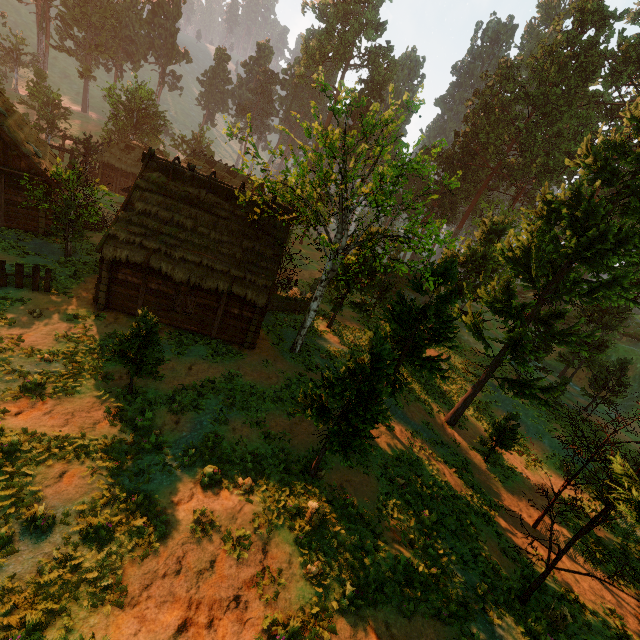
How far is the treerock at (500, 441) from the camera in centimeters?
1833cm

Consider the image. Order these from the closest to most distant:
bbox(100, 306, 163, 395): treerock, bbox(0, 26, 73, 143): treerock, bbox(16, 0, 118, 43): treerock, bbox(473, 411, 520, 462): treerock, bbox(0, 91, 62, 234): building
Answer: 1. bbox(100, 306, 163, 395): treerock
2. bbox(473, 411, 520, 462): treerock
3. bbox(0, 91, 62, 234): building
4. bbox(0, 26, 73, 143): treerock
5. bbox(16, 0, 118, 43): treerock

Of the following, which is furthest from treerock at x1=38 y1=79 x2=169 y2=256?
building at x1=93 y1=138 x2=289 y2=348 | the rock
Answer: building at x1=93 y1=138 x2=289 y2=348

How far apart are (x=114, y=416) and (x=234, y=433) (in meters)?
4.21

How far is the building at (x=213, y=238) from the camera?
16.1m

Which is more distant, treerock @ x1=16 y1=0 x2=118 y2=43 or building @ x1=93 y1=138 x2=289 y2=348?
treerock @ x1=16 y1=0 x2=118 y2=43

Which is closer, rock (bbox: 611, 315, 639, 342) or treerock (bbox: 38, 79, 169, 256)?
treerock (bbox: 38, 79, 169, 256)

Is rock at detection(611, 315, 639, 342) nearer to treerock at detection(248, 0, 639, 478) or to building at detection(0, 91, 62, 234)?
treerock at detection(248, 0, 639, 478)
